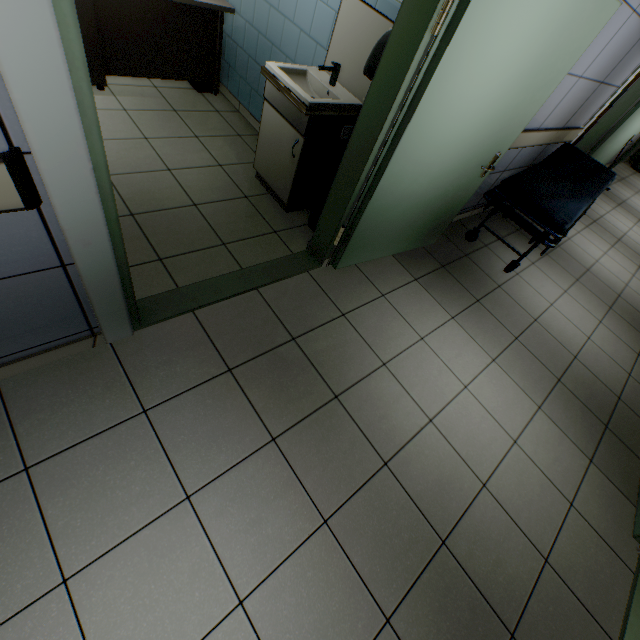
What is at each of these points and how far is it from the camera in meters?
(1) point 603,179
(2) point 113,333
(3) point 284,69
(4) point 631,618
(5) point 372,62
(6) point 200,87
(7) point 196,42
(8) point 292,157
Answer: (1) emergency stretcher, 3.9 m
(2) door, 1.8 m
(3) sink, 2.5 m
(4) door, 1.9 m
(5) hand dryer, 1.9 m
(6) computer, 3.9 m
(7) table, 3.5 m
(8) cabinet, 2.7 m

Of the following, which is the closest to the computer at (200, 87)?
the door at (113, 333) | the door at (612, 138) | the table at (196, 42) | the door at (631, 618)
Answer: the table at (196, 42)

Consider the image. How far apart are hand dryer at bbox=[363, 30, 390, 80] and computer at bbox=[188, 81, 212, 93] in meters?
2.7 m

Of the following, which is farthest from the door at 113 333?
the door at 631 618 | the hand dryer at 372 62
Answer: the door at 631 618

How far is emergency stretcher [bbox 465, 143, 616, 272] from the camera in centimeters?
304cm

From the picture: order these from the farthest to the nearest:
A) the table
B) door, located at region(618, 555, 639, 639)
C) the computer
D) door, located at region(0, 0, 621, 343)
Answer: the computer < the table < door, located at region(618, 555, 639, 639) < door, located at region(0, 0, 621, 343)

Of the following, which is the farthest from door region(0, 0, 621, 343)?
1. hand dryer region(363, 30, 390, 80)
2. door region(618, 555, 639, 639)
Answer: door region(618, 555, 639, 639)

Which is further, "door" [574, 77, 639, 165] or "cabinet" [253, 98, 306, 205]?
"door" [574, 77, 639, 165]
